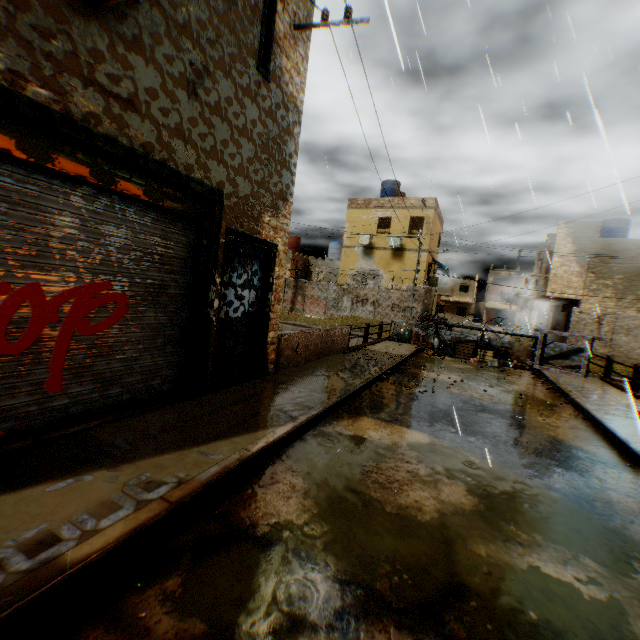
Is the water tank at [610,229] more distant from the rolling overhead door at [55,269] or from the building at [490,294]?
the building at [490,294]

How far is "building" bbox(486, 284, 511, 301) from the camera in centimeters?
5638cm

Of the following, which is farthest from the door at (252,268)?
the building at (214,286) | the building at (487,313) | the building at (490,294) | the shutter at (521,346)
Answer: the building at (487,313)

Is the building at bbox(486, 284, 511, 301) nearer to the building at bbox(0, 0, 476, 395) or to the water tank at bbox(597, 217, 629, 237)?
the building at bbox(0, 0, 476, 395)

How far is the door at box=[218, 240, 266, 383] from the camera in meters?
5.9 m

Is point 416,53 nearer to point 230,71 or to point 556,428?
point 230,71

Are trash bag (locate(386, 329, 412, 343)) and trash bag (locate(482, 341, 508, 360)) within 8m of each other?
yes

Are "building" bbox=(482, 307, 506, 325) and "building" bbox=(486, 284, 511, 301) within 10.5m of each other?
yes
